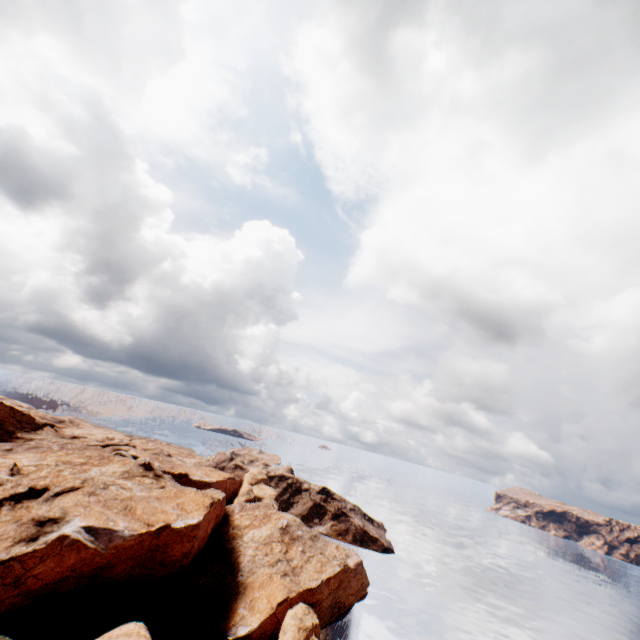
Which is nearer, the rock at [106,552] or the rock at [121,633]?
the rock at [121,633]

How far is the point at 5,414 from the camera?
59.9 meters

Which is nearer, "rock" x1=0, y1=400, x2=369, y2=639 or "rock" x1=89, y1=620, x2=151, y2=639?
"rock" x1=89, y1=620, x2=151, y2=639
